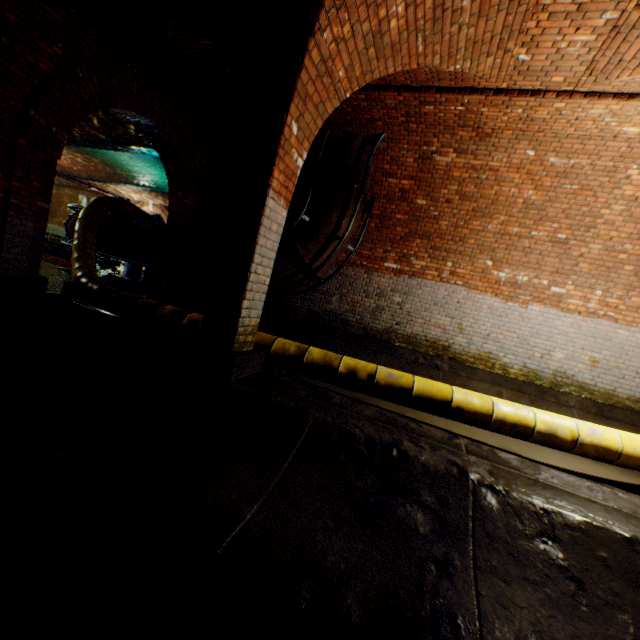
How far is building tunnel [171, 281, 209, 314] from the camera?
8.6m

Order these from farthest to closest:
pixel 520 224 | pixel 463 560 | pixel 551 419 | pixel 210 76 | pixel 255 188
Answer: pixel 520 224 → pixel 210 76 → pixel 551 419 → pixel 255 188 → pixel 463 560

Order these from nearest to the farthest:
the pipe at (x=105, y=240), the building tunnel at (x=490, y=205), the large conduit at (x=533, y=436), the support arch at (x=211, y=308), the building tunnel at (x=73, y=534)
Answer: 1. the building tunnel at (x=73, y=534)
2. the support arch at (x=211, y=308)
3. the large conduit at (x=533, y=436)
4. the building tunnel at (x=490, y=205)
5. the pipe at (x=105, y=240)

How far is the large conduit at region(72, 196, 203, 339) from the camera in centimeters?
482cm

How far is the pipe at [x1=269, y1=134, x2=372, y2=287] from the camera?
6.47m

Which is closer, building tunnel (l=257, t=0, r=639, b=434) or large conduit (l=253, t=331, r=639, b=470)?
large conduit (l=253, t=331, r=639, b=470)

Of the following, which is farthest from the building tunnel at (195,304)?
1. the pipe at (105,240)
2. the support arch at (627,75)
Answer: the pipe at (105,240)

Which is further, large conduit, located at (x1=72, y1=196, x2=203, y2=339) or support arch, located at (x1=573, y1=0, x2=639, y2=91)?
large conduit, located at (x1=72, y1=196, x2=203, y2=339)
